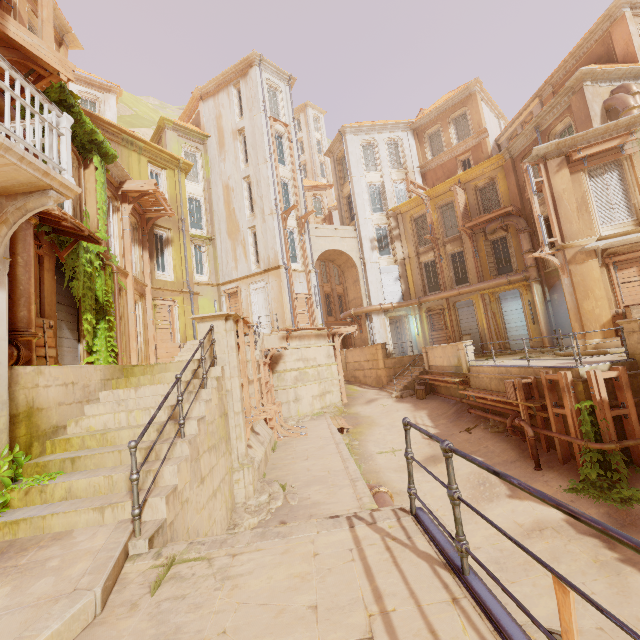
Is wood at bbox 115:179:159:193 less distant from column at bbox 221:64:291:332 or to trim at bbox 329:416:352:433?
column at bbox 221:64:291:332

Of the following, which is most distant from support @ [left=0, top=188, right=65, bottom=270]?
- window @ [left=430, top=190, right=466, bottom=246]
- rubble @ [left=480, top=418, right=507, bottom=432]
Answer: window @ [left=430, top=190, right=466, bottom=246]

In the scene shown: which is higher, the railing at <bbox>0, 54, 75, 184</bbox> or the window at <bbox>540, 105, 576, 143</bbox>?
the window at <bbox>540, 105, 576, 143</bbox>

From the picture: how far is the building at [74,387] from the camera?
4.7m

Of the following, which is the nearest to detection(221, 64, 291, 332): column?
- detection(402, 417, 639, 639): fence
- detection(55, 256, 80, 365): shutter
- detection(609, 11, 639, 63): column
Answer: detection(55, 256, 80, 365): shutter

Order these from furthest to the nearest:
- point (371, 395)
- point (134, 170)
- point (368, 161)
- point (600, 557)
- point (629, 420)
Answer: point (368, 161)
point (371, 395)
point (134, 170)
point (629, 420)
point (600, 557)

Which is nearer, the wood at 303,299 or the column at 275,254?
the column at 275,254

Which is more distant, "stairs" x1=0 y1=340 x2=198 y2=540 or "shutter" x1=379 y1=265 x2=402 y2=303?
"shutter" x1=379 y1=265 x2=402 y2=303
